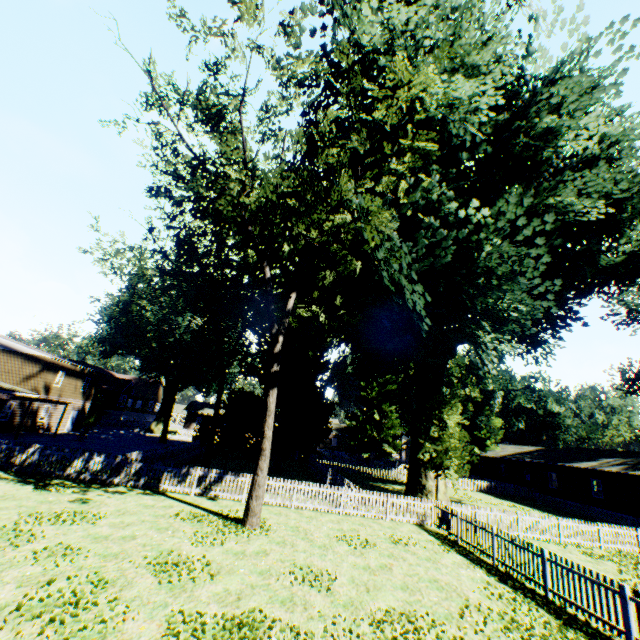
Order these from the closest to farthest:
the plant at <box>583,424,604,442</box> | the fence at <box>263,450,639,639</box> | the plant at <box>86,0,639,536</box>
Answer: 1. the fence at <box>263,450,639,639</box>
2. the plant at <box>86,0,639,536</box>
3. the plant at <box>583,424,604,442</box>

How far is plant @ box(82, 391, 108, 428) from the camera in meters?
41.2

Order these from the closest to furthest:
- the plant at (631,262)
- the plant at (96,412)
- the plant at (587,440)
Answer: the plant at (631,262) < the plant at (96,412) < the plant at (587,440)

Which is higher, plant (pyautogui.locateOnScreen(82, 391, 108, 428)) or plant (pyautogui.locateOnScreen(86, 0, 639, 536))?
plant (pyautogui.locateOnScreen(86, 0, 639, 536))

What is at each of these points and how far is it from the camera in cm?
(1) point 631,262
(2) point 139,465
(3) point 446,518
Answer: (1) plant, 2541
(2) fence, 1582
(3) fence, 1590

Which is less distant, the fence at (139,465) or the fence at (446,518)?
the fence at (446,518)

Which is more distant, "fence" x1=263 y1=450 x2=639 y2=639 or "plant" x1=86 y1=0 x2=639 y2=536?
"plant" x1=86 y1=0 x2=639 y2=536
